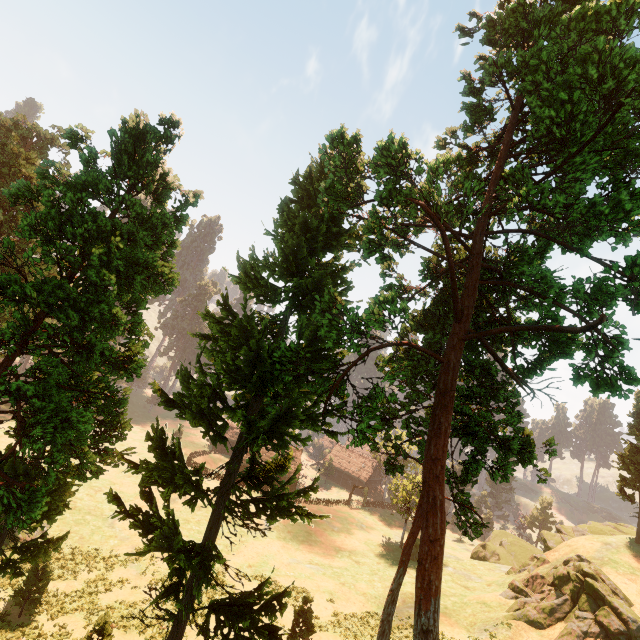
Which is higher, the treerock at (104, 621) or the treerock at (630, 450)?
the treerock at (630, 450)

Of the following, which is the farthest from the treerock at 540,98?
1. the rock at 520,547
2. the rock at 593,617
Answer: the rock at 593,617

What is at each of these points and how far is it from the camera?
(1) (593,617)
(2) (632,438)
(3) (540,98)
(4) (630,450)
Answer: (1) rock, 24.16m
(2) treerock, 38.19m
(3) treerock, 16.06m
(4) treerock, 36.12m

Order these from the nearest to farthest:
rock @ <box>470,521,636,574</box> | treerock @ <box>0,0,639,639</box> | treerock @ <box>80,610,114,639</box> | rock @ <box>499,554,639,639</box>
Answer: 1. treerock @ <box>0,0,639,639</box>
2. treerock @ <box>80,610,114,639</box>
3. rock @ <box>499,554,639,639</box>
4. rock @ <box>470,521,636,574</box>

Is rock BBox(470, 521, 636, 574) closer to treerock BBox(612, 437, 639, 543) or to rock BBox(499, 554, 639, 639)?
treerock BBox(612, 437, 639, 543)

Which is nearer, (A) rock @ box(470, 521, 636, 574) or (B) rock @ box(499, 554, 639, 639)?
(B) rock @ box(499, 554, 639, 639)
